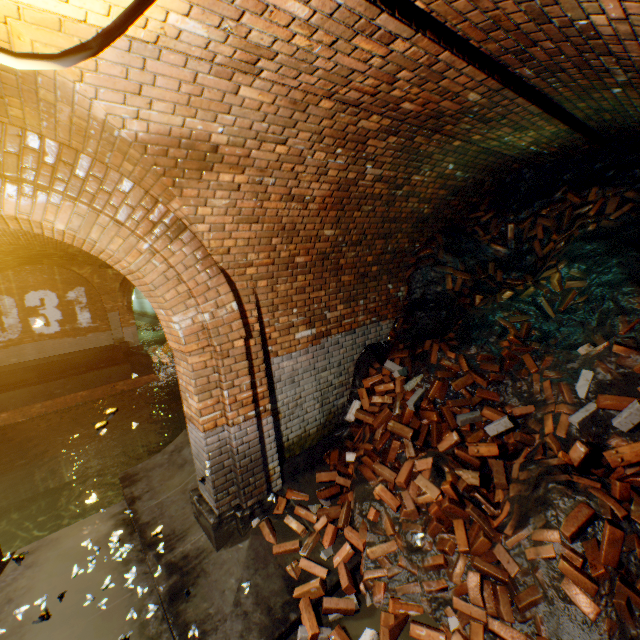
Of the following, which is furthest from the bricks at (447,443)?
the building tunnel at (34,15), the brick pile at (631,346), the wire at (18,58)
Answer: the wire at (18,58)

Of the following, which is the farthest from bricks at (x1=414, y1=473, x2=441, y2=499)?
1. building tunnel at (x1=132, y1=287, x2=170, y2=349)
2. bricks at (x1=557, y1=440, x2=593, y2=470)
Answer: building tunnel at (x1=132, y1=287, x2=170, y2=349)

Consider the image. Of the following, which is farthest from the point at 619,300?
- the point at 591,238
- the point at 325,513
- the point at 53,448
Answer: the point at 53,448

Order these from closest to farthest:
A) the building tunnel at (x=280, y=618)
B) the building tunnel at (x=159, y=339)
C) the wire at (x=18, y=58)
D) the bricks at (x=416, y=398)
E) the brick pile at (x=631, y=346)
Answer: the wire at (x=18, y=58) → the brick pile at (x=631, y=346) → the building tunnel at (x=280, y=618) → the bricks at (x=416, y=398) → the building tunnel at (x=159, y=339)

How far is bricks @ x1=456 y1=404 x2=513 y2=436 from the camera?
3.9m

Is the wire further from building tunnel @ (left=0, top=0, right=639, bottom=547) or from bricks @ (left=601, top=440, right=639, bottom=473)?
bricks @ (left=601, top=440, right=639, bottom=473)

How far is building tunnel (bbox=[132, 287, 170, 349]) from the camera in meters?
19.3 m

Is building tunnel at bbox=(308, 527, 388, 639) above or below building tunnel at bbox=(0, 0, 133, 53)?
below
